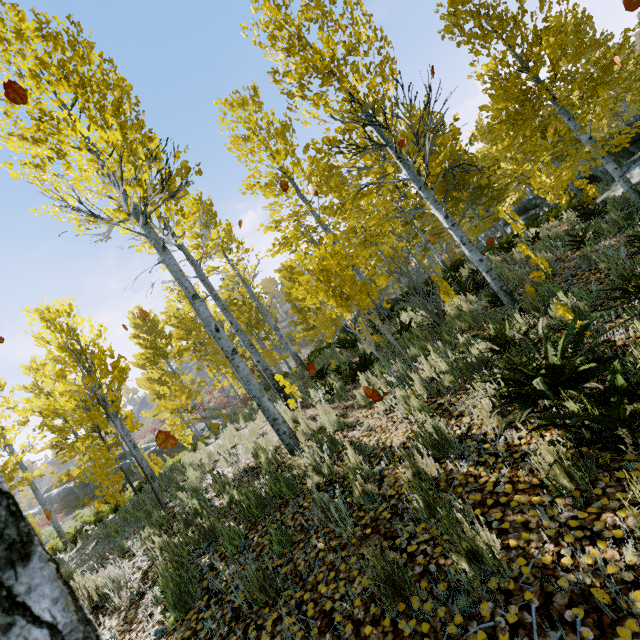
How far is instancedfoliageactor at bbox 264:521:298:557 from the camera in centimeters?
307cm

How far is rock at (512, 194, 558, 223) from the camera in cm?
1864

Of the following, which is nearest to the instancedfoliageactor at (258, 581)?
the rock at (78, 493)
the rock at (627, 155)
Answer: the rock at (627, 155)

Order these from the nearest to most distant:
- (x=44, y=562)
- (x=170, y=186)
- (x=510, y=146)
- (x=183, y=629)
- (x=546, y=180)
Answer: (x=44, y=562), (x=183, y=629), (x=510, y=146), (x=170, y=186), (x=546, y=180)

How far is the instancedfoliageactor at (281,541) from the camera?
3.1 meters

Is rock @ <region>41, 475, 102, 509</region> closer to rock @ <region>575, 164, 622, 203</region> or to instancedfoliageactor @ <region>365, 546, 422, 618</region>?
instancedfoliageactor @ <region>365, 546, 422, 618</region>
